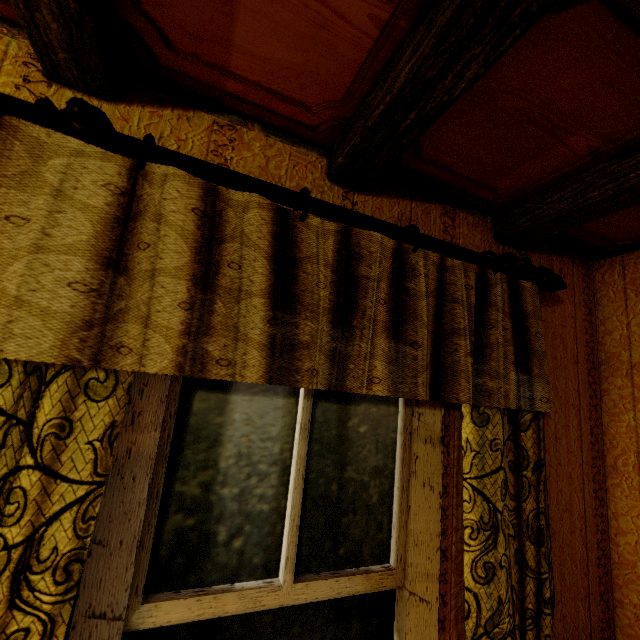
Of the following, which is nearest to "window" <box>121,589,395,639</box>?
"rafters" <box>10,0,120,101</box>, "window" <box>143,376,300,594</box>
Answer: "window" <box>143,376,300,594</box>

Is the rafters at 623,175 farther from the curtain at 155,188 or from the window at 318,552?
the window at 318,552

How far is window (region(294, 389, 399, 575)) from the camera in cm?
105

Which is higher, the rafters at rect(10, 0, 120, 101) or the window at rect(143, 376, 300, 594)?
the rafters at rect(10, 0, 120, 101)

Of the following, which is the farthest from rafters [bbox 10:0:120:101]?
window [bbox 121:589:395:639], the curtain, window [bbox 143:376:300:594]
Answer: window [bbox 121:589:395:639]

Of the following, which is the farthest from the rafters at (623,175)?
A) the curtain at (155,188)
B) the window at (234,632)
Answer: the window at (234,632)

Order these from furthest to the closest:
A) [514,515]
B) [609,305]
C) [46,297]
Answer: [609,305], [514,515], [46,297]
